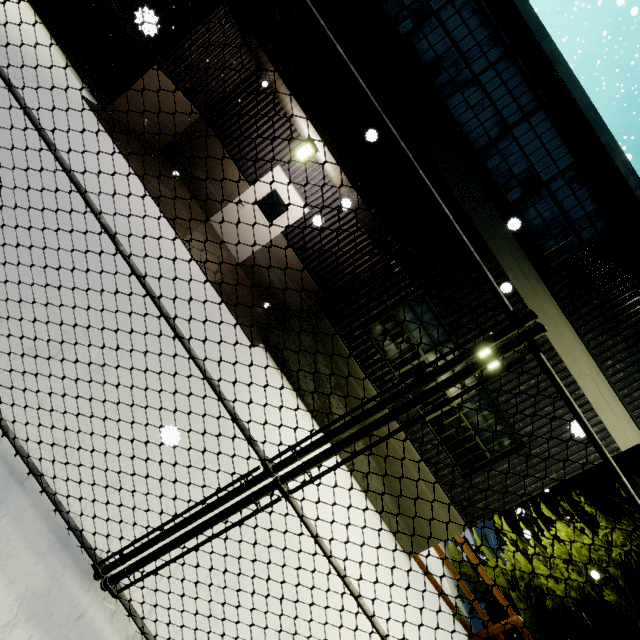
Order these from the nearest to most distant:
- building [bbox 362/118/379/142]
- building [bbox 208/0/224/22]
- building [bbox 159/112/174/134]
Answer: building [bbox 362/118/379/142] < building [bbox 208/0/224/22] < building [bbox 159/112/174/134]

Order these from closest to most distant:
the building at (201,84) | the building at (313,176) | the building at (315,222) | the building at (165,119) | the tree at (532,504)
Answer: the building at (315,222), the building at (201,84), the building at (165,119), the building at (313,176), the tree at (532,504)

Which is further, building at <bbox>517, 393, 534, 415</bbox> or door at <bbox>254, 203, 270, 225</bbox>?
door at <bbox>254, 203, 270, 225</bbox>

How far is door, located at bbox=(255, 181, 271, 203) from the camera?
8.7 meters

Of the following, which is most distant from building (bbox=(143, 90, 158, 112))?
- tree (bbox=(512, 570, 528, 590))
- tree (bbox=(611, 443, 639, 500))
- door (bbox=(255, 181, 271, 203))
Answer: tree (bbox=(611, 443, 639, 500))

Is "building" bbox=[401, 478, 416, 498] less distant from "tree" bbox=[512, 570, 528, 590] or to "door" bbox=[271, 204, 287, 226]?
"door" bbox=[271, 204, 287, 226]

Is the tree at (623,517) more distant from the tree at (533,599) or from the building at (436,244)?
the building at (436,244)

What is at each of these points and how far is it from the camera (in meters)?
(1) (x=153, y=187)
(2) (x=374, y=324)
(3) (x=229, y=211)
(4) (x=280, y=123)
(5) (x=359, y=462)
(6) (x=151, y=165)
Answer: (1) building, 6.86
(2) building, 6.94
(3) door, 8.94
(4) building, 8.48
(5) building, 7.18
(6) building, 7.54
